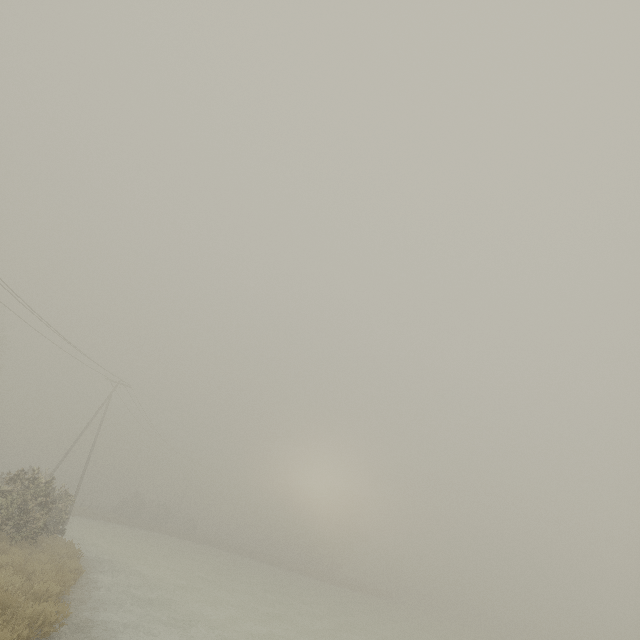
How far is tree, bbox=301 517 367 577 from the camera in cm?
5465

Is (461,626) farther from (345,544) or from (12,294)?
(12,294)

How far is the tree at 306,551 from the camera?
54.7m
